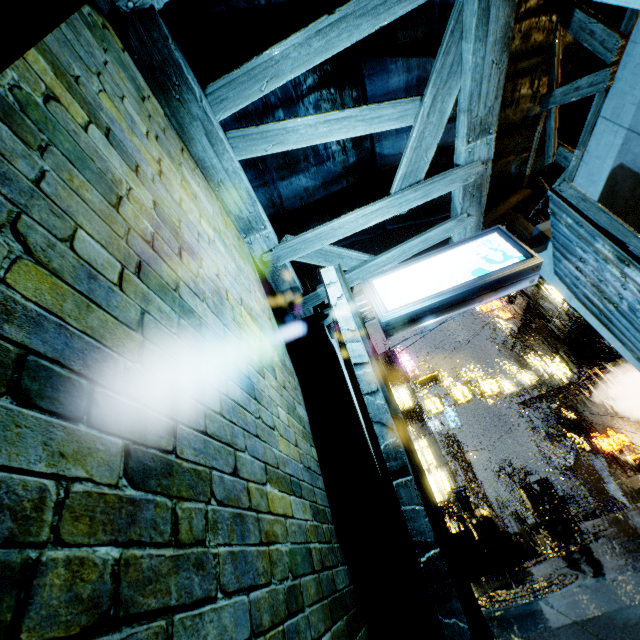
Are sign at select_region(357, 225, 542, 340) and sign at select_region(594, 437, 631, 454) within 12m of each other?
no

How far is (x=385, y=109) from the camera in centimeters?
496cm

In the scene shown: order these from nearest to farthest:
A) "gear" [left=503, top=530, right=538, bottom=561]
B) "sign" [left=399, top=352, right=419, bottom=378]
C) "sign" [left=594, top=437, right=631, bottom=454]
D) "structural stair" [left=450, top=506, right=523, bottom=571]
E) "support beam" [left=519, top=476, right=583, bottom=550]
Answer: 1. "structural stair" [left=450, top=506, right=523, bottom=571]
2. "gear" [left=503, top=530, right=538, bottom=561]
3. "support beam" [left=519, top=476, right=583, bottom=550]
4. "sign" [left=594, top=437, right=631, bottom=454]
5. "sign" [left=399, top=352, right=419, bottom=378]

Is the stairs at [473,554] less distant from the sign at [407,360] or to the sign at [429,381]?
the sign at [429,381]

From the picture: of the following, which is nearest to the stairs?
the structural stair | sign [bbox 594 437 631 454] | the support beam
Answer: the structural stair

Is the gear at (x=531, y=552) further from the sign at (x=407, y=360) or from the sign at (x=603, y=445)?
the sign at (x=407, y=360)

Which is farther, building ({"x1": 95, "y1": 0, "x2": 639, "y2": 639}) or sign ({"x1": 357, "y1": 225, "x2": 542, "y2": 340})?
sign ({"x1": 357, "y1": 225, "x2": 542, "y2": 340})

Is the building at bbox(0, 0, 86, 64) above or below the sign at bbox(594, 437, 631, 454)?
above
